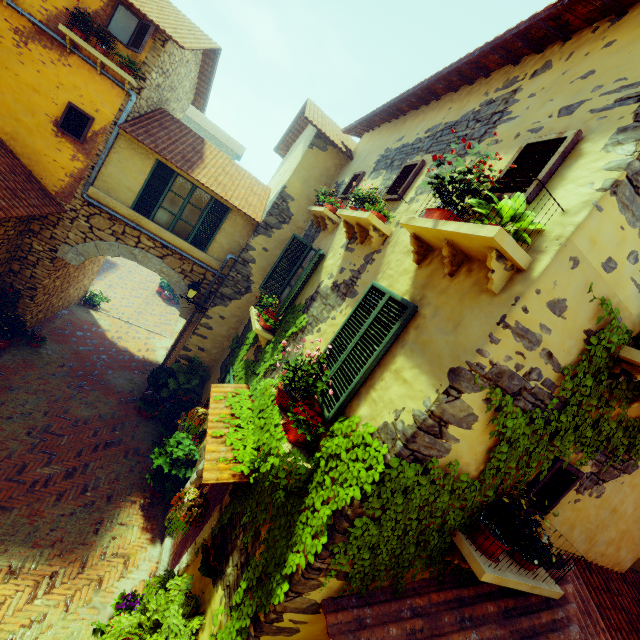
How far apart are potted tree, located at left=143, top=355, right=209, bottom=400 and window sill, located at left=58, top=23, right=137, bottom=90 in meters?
7.3 m

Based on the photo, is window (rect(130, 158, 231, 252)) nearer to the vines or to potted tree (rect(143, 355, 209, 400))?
the vines

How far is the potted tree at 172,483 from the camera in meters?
6.7 m

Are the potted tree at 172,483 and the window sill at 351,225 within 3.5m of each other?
no

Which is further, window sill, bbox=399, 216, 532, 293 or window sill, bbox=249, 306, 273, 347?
window sill, bbox=249, 306, 273, 347

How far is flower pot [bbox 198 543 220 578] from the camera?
4.2 meters

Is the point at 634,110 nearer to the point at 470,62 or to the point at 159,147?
the point at 470,62

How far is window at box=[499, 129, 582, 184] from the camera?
2.8 meters
